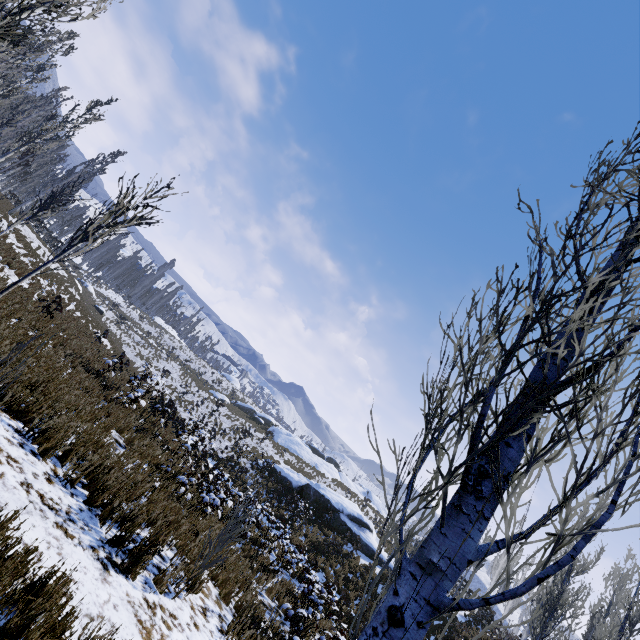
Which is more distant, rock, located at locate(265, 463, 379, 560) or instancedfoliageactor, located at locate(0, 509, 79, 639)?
rock, located at locate(265, 463, 379, 560)

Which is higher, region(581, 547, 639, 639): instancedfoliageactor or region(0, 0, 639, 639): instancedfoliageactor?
region(581, 547, 639, 639): instancedfoliageactor

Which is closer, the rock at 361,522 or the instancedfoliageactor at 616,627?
the instancedfoliageactor at 616,627

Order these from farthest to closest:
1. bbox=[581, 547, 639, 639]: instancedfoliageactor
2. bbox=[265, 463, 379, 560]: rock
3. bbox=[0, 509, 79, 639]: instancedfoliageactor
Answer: bbox=[265, 463, 379, 560]: rock
bbox=[581, 547, 639, 639]: instancedfoliageactor
bbox=[0, 509, 79, 639]: instancedfoliageactor

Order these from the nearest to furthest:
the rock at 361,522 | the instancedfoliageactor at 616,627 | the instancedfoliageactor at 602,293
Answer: the instancedfoliageactor at 602,293 → the instancedfoliageactor at 616,627 → the rock at 361,522

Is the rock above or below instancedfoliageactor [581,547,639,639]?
below

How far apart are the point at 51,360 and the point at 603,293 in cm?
1092

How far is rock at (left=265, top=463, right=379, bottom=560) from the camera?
21.7 meters
